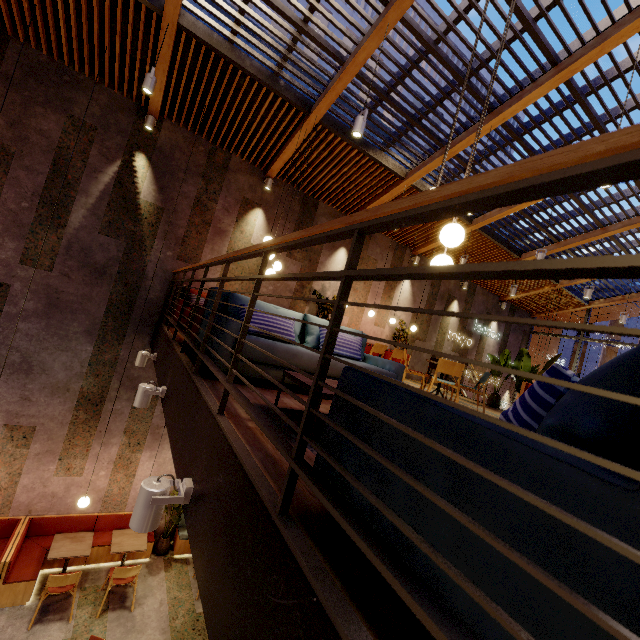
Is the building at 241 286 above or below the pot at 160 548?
above

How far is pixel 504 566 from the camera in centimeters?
63cm

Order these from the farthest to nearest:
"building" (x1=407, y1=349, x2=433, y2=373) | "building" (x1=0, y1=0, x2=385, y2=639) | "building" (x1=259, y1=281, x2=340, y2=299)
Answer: "building" (x1=407, y1=349, x2=433, y2=373)
"building" (x1=259, y1=281, x2=340, y2=299)
"building" (x1=0, y1=0, x2=385, y2=639)

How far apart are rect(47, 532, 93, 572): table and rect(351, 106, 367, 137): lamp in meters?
8.6 m

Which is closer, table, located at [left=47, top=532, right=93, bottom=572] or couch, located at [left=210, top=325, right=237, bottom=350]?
couch, located at [left=210, top=325, right=237, bottom=350]

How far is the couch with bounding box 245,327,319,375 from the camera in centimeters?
305cm

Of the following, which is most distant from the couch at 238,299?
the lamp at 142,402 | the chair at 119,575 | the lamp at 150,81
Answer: the chair at 119,575

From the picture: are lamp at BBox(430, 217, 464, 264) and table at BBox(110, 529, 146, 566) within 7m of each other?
no
